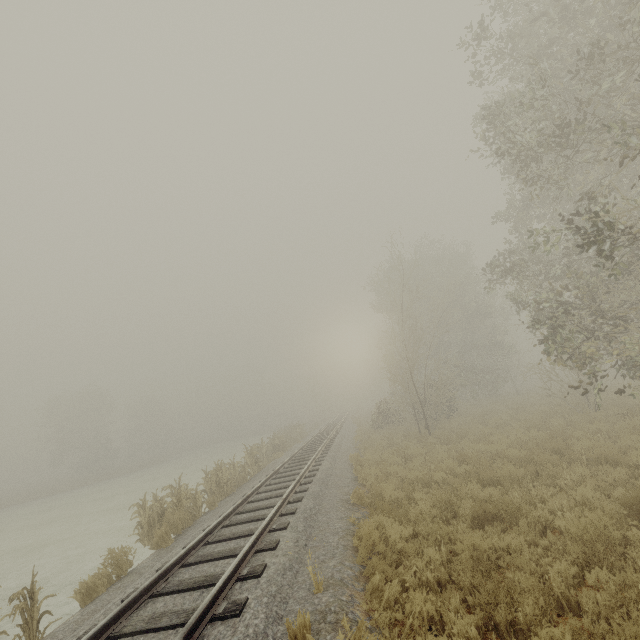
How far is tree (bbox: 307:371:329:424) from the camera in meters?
52.4 m

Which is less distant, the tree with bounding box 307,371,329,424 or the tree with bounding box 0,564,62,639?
the tree with bounding box 0,564,62,639

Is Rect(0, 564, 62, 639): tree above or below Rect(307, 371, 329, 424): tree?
below

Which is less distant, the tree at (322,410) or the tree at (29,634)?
the tree at (29,634)

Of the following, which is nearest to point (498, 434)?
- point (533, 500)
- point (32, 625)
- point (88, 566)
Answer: point (533, 500)

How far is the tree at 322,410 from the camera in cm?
5238
